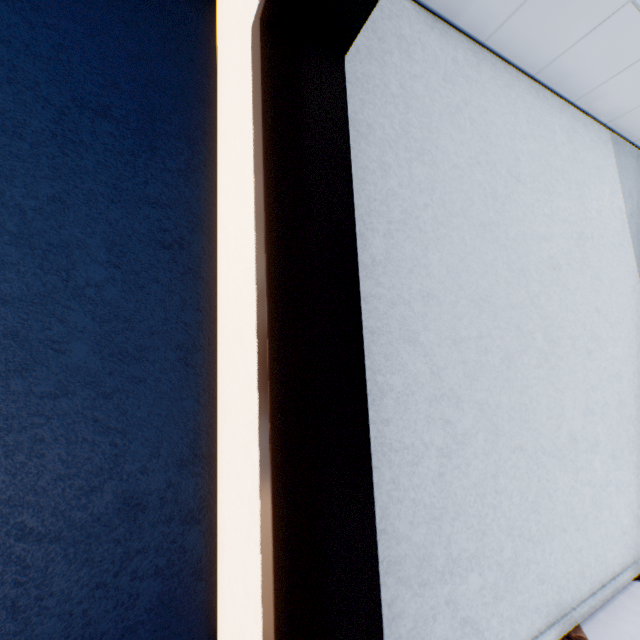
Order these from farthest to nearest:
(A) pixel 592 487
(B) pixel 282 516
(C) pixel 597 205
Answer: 1. (C) pixel 597 205
2. (A) pixel 592 487
3. (B) pixel 282 516
